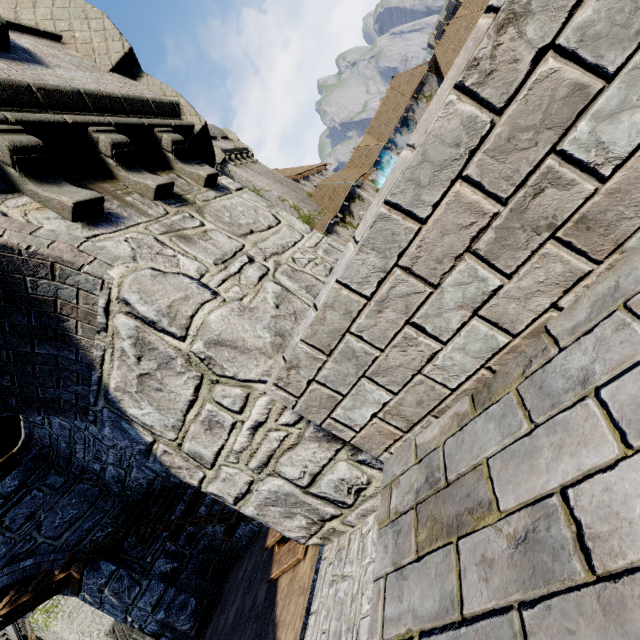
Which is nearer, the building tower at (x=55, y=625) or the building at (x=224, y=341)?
the building at (x=224, y=341)

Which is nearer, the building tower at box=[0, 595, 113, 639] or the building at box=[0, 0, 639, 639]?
the building at box=[0, 0, 639, 639]

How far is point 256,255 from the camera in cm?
367
